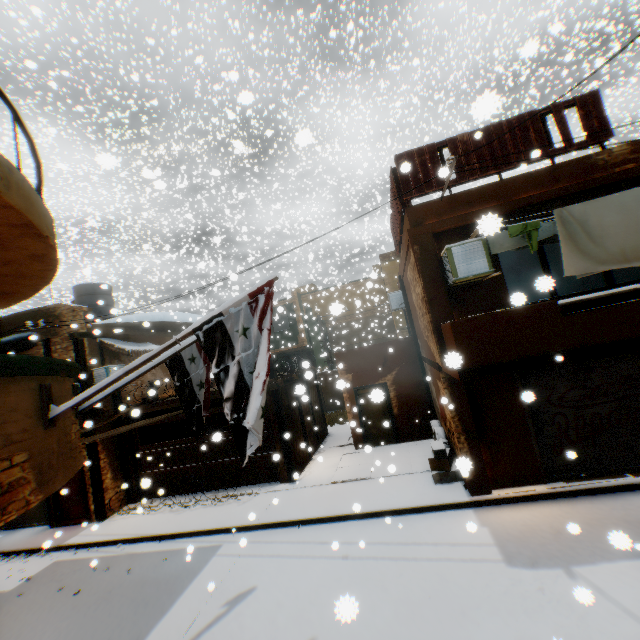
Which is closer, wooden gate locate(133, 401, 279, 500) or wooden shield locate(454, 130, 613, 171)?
wooden shield locate(454, 130, 613, 171)

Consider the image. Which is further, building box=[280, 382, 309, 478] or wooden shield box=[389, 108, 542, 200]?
building box=[280, 382, 309, 478]

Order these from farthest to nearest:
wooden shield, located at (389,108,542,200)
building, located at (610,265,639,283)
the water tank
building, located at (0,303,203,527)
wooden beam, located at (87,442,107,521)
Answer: the water tank < wooden beam, located at (87,442,107,521) < building, located at (610,265,639,283) < wooden shield, located at (389,108,542,200) < building, located at (0,303,203,527)

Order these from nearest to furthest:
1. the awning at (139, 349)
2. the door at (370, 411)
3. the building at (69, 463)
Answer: the building at (69, 463) < the door at (370, 411) < the awning at (139, 349)

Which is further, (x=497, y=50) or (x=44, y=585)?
(x=497, y=50)

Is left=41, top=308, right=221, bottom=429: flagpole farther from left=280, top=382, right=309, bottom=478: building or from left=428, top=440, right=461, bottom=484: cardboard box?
left=428, top=440, right=461, bottom=484: cardboard box

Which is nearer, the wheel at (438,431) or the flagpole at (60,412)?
the flagpole at (60,412)

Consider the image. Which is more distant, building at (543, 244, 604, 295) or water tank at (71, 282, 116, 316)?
water tank at (71, 282, 116, 316)
